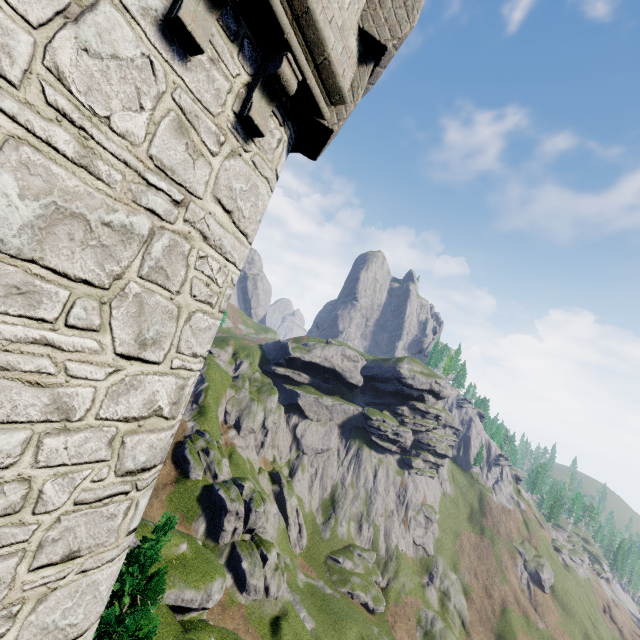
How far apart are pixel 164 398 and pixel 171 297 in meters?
1.2

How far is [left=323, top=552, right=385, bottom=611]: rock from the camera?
53.3 meters

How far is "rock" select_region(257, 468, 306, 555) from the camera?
56.5 meters

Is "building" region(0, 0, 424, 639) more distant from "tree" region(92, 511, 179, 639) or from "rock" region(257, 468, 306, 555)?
"rock" region(257, 468, 306, 555)

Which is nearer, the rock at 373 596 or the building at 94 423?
the building at 94 423

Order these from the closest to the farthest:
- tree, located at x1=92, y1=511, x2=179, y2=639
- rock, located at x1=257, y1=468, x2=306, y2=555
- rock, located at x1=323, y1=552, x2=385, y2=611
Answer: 1. tree, located at x1=92, y1=511, x2=179, y2=639
2. rock, located at x1=323, y1=552, x2=385, y2=611
3. rock, located at x1=257, y1=468, x2=306, y2=555

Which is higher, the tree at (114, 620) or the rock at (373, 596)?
the tree at (114, 620)

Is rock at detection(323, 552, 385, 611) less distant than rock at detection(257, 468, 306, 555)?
Yes
